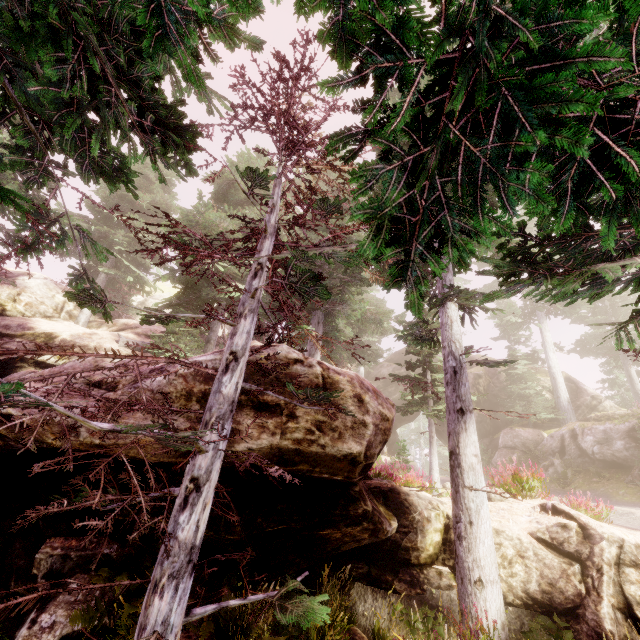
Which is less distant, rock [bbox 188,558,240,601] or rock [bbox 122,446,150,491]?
rock [bbox 122,446,150,491]

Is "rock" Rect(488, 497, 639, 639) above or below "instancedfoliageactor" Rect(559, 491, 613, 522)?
below

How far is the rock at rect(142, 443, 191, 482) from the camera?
4.7 meters

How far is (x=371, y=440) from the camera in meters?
5.6

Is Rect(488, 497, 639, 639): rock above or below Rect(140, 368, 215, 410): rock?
below

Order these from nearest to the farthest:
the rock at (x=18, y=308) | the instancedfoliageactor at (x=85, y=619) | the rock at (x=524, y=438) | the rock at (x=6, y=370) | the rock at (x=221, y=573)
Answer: the instancedfoliageactor at (x=85, y=619) → the rock at (x=221, y=573) → the rock at (x=6, y=370) → the rock at (x=18, y=308) → the rock at (x=524, y=438)

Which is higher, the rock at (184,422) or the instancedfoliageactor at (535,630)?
the rock at (184,422)

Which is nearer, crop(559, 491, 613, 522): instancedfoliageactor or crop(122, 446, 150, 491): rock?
crop(122, 446, 150, 491): rock
